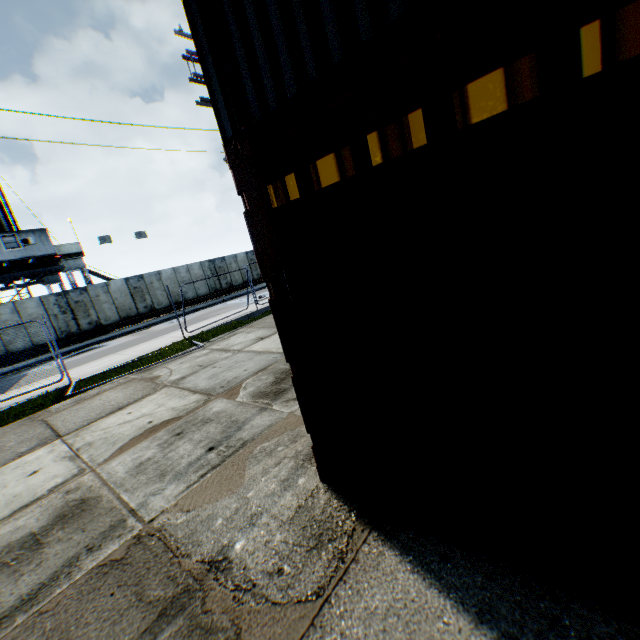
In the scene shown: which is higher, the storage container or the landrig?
the landrig

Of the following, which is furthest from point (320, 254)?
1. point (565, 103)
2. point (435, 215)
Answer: point (565, 103)

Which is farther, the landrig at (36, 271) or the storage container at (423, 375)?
the landrig at (36, 271)

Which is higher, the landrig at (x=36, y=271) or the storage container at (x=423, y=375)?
the landrig at (x=36, y=271)

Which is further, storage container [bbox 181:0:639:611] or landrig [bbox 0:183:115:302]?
landrig [bbox 0:183:115:302]
